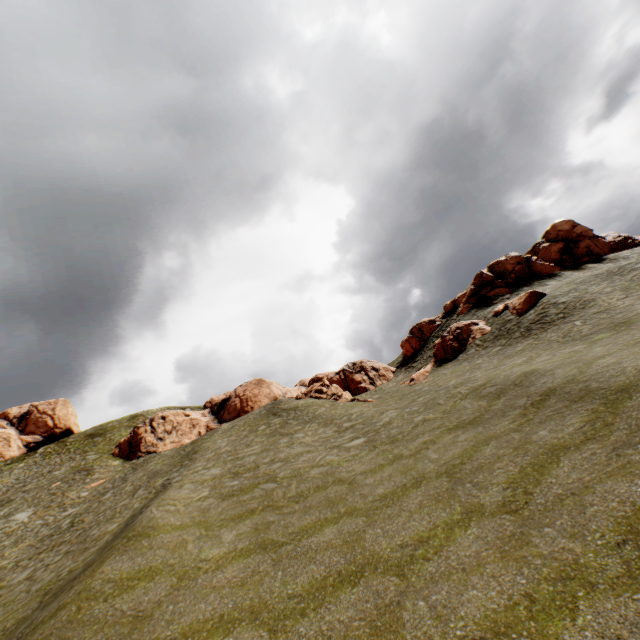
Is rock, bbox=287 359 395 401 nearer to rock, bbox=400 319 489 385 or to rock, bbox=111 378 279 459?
rock, bbox=400 319 489 385

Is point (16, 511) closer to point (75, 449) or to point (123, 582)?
point (75, 449)

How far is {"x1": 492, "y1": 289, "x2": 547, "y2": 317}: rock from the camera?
27.8m

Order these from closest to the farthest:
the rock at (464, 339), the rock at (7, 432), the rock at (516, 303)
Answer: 1. the rock at (516, 303)
2. the rock at (464, 339)
3. the rock at (7, 432)

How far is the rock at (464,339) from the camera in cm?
3198

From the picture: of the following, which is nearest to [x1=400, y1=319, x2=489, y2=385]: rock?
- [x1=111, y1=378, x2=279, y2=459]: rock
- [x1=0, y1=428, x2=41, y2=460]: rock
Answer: [x1=111, y1=378, x2=279, y2=459]: rock

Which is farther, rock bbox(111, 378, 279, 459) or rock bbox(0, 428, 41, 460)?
rock bbox(0, 428, 41, 460)

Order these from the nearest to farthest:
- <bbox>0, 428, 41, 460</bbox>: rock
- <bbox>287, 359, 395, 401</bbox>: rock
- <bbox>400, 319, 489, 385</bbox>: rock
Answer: <bbox>400, 319, 489, 385</bbox>: rock < <bbox>287, 359, 395, 401</bbox>: rock < <bbox>0, 428, 41, 460</bbox>: rock
